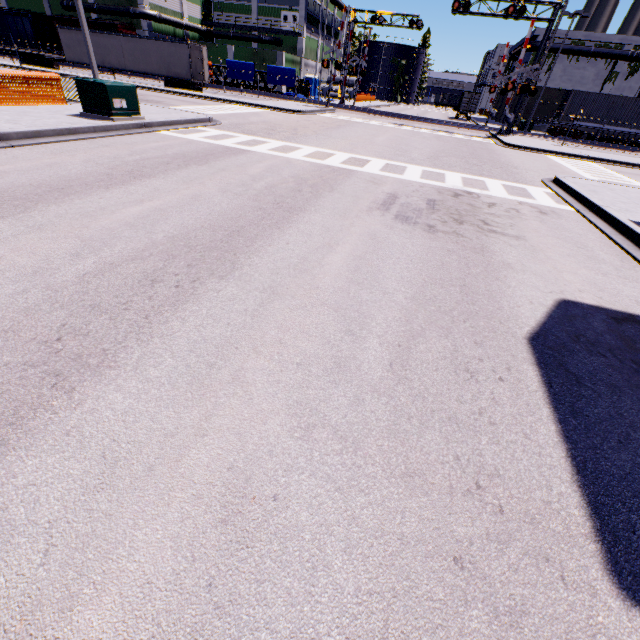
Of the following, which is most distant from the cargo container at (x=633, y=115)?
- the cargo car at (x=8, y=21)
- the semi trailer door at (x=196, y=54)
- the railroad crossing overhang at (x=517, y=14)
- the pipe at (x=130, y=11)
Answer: the cargo car at (x=8, y=21)

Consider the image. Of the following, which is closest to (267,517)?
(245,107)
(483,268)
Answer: (483,268)

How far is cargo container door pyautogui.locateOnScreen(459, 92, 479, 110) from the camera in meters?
46.5 m

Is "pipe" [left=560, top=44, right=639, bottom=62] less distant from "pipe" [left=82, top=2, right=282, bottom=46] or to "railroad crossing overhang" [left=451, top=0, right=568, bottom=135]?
"pipe" [left=82, top=2, right=282, bottom=46]

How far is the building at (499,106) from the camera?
53.12m

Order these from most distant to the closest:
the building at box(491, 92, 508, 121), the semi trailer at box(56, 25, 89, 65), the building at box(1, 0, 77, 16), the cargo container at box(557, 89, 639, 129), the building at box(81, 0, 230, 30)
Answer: the building at box(491, 92, 508, 121), the building at box(1, 0, 77, 16), the building at box(81, 0, 230, 30), the semi trailer at box(56, 25, 89, 65), the cargo container at box(557, 89, 639, 129)

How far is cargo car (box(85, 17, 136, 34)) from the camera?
39.19m

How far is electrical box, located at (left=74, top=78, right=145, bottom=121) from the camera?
11.0m
